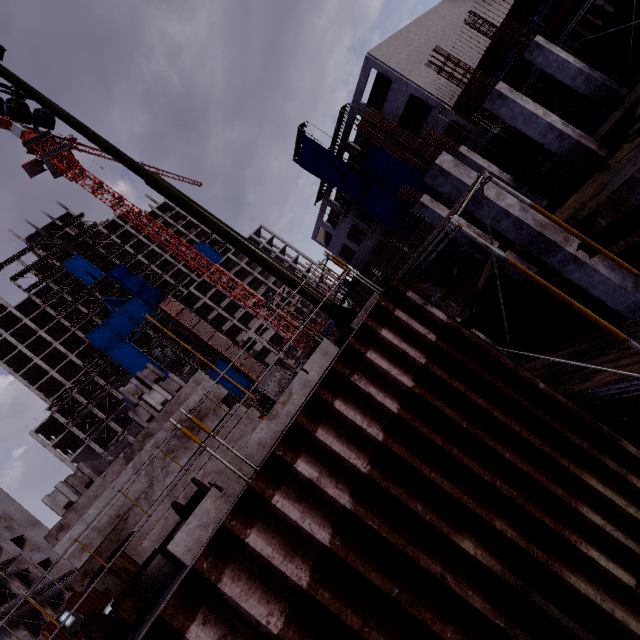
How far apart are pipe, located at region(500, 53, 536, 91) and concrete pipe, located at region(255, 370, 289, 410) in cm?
2154

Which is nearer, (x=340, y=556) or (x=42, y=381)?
(x=340, y=556)

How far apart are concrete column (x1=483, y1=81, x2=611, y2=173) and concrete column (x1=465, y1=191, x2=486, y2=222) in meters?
4.3

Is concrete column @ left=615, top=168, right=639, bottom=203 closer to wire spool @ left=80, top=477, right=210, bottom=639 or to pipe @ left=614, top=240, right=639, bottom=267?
pipe @ left=614, top=240, right=639, bottom=267

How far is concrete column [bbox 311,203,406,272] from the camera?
39.4 meters

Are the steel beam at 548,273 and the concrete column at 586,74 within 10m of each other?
yes

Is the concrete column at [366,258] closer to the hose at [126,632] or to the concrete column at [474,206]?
Result: the concrete column at [474,206]

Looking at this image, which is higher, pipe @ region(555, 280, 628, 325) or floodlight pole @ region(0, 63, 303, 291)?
floodlight pole @ region(0, 63, 303, 291)
